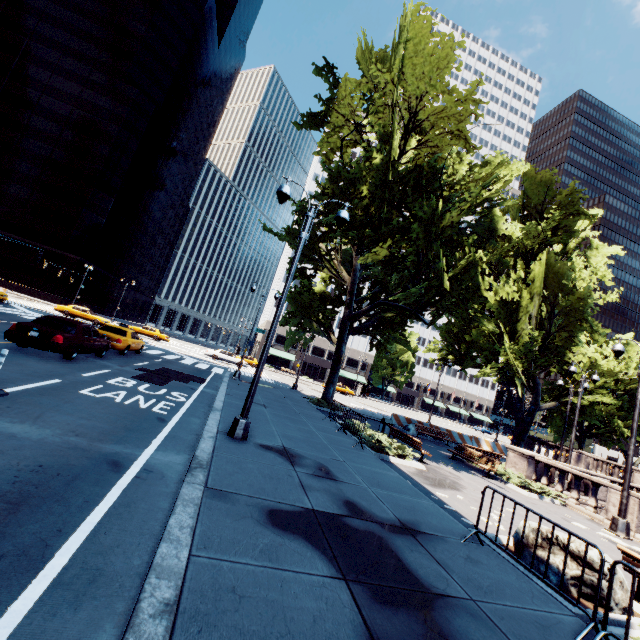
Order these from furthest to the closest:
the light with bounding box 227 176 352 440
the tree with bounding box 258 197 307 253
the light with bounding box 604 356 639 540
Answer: the tree with bounding box 258 197 307 253 < the light with bounding box 604 356 639 540 < the light with bounding box 227 176 352 440

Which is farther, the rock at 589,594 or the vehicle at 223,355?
the vehicle at 223,355

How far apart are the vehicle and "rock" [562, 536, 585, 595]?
34.5m

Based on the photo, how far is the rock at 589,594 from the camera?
5.5 meters

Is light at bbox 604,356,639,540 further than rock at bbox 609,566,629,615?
Yes

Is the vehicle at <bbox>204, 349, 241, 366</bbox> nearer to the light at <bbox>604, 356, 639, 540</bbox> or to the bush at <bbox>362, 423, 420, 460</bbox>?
the bush at <bbox>362, 423, 420, 460</bbox>

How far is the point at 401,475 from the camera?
10.5m
